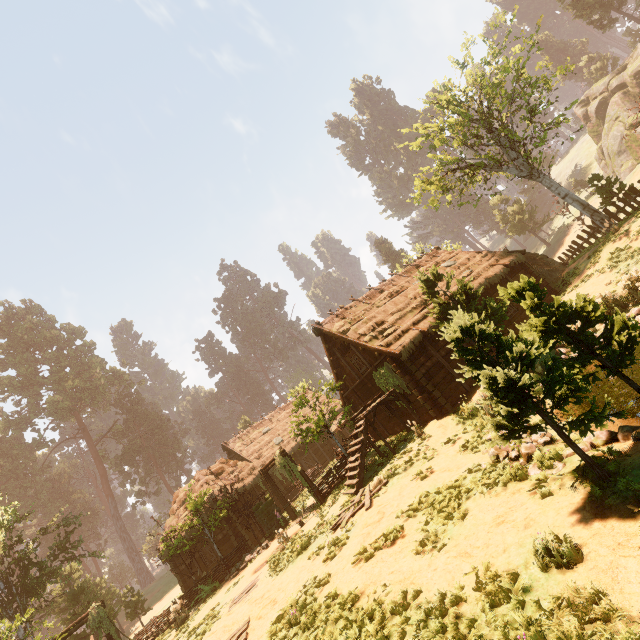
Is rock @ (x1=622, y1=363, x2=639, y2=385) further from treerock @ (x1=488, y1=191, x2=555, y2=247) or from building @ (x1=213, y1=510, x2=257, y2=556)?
building @ (x1=213, y1=510, x2=257, y2=556)

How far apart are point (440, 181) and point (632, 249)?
14.3m

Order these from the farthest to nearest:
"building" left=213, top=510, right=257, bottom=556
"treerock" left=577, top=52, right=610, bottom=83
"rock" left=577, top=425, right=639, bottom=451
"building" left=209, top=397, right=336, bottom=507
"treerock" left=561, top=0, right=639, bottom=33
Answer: "treerock" left=577, top=52, right=610, bottom=83, "treerock" left=561, top=0, right=639, bottom=33, "building" left=209, top=397, right=336, bottom=507, "building" left=213, top=510, right=257, bottom=556, "rock" left=577, top=425, right=639, bottom=451

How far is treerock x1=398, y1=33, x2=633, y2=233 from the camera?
19.73m

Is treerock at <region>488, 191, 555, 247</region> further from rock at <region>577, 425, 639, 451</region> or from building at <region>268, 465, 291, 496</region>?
rock at <region>577, 425, 639, 451</region>

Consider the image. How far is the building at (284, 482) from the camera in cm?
2762
